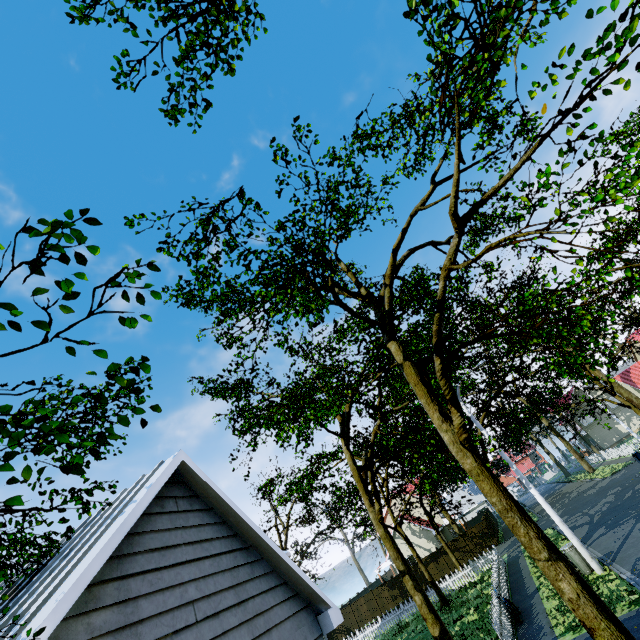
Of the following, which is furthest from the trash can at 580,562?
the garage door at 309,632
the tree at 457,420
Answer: the garage door at 309,632

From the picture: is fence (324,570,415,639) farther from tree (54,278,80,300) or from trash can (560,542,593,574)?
trash can (560,542,593,574)

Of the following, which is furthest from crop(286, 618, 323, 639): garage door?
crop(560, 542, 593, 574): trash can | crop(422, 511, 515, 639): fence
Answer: crop(560, 542, 593, 574): trash can

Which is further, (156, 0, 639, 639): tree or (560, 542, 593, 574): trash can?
(560, 542, 593, 574): trash can

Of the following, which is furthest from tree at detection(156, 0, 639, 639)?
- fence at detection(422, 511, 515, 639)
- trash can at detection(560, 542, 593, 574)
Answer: trash can at detection(560, 542, 593, 574)

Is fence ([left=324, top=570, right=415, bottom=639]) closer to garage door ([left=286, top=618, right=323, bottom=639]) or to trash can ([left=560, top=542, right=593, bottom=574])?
garage door ([left=286, top=618, right=323, bottom=639])

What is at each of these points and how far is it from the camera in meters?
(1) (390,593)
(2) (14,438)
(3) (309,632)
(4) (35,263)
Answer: (1) fence, 33.3
(2) tree, 1.2
(3) garage door, 6.0
(4) tree, 1.4

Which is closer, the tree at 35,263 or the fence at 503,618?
the tree at 35,263
